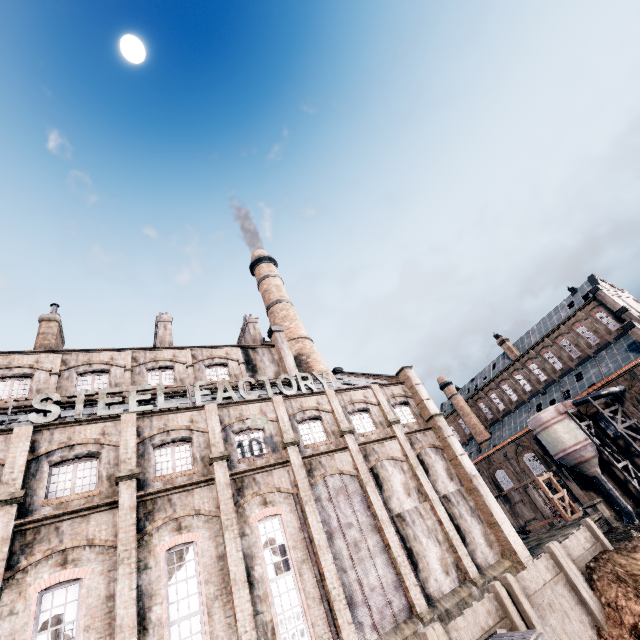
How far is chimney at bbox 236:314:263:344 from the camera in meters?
36.0 m

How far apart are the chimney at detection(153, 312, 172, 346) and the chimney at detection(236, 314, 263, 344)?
7.55m

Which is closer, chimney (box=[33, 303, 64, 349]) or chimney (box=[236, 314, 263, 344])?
chimney (box=[33, 303, 64, 349])

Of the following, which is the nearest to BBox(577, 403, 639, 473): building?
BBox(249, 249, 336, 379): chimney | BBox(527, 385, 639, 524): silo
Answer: BBox(527, 385, 639, 524): silo

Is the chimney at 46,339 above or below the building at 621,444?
above

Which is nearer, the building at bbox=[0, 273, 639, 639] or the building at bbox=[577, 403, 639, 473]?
Result: the building at bbox=[0, 273, 639, 639]

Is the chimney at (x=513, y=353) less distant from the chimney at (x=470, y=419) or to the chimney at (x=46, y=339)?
the chimney at (x=470, y=419)

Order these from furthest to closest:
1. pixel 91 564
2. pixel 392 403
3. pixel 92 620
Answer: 1. pixel 392 403
2. pixel 91 564
3. pixel 92 620
